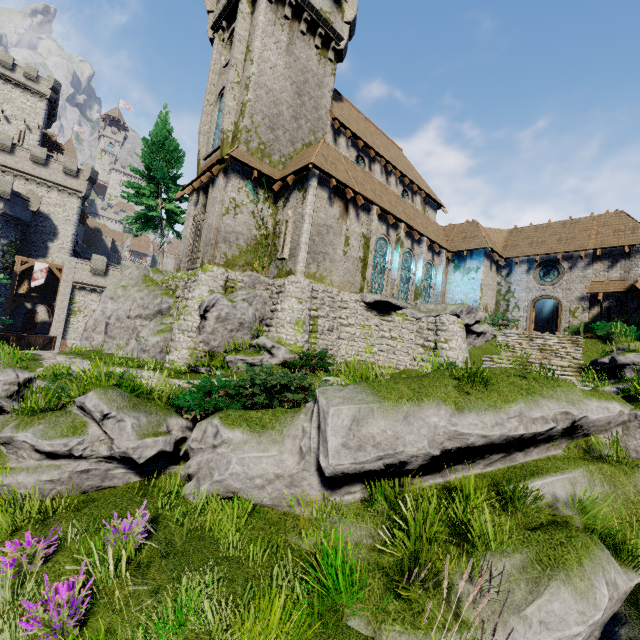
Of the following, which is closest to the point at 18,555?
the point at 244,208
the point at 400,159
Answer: the point at 244,208

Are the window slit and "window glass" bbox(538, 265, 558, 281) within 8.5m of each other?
yes

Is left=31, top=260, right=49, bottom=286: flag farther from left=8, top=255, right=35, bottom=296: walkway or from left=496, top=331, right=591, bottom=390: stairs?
left=496, top=331, right=591, bottom=390: stairs

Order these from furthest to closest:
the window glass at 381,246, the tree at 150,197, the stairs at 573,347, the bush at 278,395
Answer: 1. the tree at 150,197
2. the window glass at 381,246
3. the stairs at 573,347
4. the bush at 278,395

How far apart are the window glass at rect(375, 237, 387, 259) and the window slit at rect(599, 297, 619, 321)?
14.43m

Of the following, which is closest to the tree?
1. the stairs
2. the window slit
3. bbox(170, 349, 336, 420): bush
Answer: bbox(170, 349, 336, 420): bush

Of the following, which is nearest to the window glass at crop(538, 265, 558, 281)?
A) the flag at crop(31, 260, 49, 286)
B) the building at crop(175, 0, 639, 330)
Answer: the building at crop(175, 0, 639, 330)

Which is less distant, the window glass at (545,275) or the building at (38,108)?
the window glass at (545,275)
